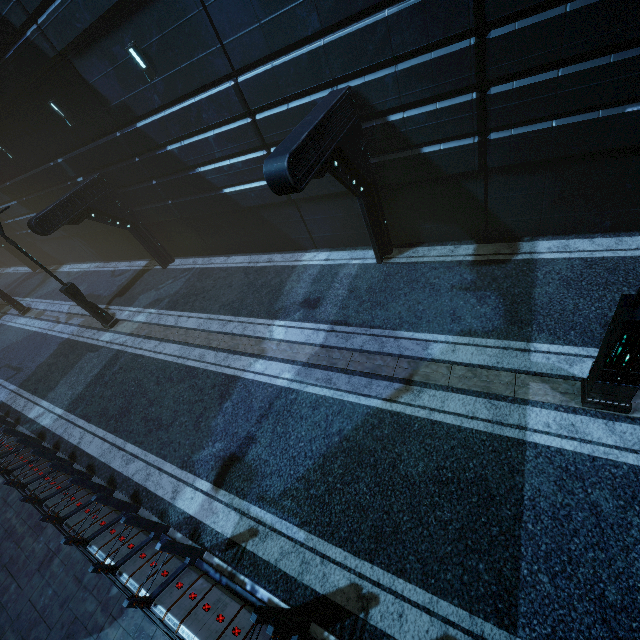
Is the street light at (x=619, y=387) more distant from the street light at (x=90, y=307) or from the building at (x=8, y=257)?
the street light at (x=90, y=307)

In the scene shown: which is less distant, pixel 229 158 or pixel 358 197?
pixel 358 197

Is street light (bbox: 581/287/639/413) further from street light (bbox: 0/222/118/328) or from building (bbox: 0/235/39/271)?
street light (bbox: 0/222/118/328)

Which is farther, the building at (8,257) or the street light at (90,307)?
the building at (8,257)
